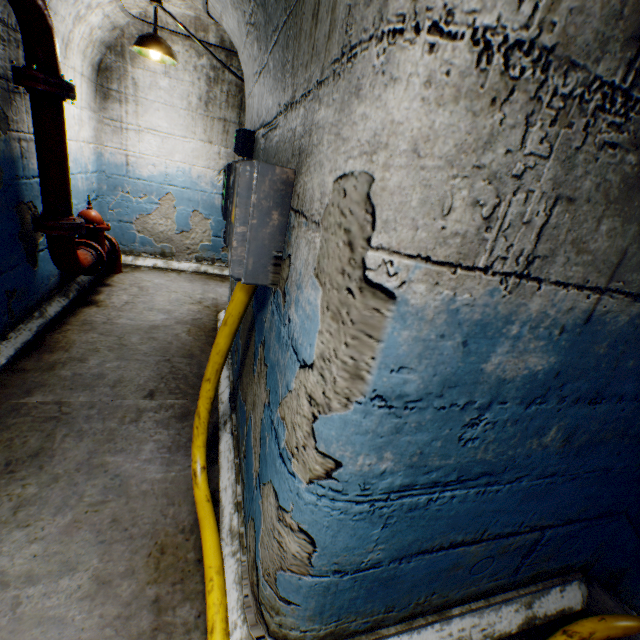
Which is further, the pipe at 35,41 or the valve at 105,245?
the valve at 105,245

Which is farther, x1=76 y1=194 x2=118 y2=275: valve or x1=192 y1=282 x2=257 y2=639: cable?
x1=76 y1=194 x2=118 y2=275: valve

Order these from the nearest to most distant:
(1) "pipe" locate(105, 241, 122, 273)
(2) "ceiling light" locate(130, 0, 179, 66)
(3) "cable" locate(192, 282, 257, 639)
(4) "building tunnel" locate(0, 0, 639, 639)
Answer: (4) "building tunnel" locate(0, 0, 639, 639), (3) "cable" locate(192, 282, 257, 639), (2) "ceiling light" locate(130, 0, 179, 66), (1) "pipe" locate(105, 241, 122, 273)

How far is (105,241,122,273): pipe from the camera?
4.4m

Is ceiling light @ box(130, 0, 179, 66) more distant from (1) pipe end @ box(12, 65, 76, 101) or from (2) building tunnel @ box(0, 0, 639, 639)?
(1) pipe end @ box(12, 65, 76, 101)

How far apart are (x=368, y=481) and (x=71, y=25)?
4.6m

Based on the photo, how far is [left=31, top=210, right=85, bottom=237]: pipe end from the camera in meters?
2.7 m

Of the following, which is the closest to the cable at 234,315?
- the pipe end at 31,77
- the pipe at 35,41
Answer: the pipe at 35,41
